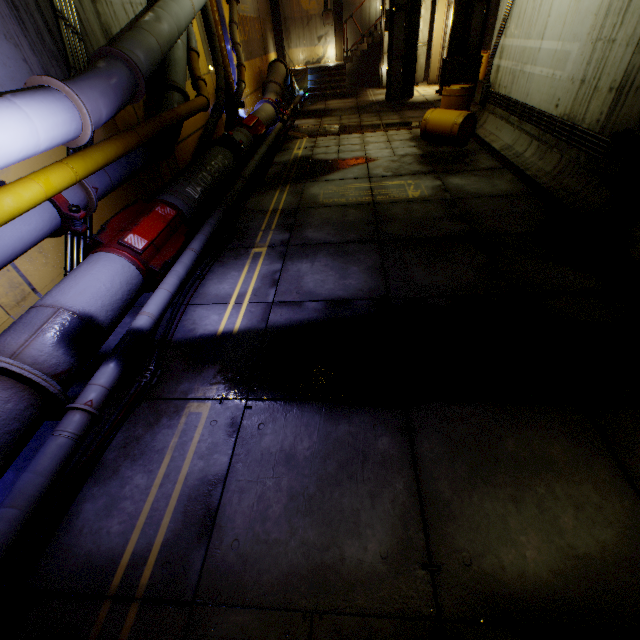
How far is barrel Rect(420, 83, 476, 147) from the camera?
8.1 meters

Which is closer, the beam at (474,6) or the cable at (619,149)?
the cable at (619,149)

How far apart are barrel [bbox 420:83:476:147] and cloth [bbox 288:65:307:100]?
10.2 meters

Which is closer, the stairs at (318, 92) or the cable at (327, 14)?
the stairs at (318, 92)

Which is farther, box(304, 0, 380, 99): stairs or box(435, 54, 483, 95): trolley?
box(304, 0, 380, 99): stairs

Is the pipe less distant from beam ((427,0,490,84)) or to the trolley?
beam ((427,0,490,84))

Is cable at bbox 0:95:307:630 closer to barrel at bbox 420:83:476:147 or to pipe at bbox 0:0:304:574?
pipe at bbox 0:0:304:574

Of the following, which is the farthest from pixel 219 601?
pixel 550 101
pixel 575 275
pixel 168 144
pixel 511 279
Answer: pixel 550 101
